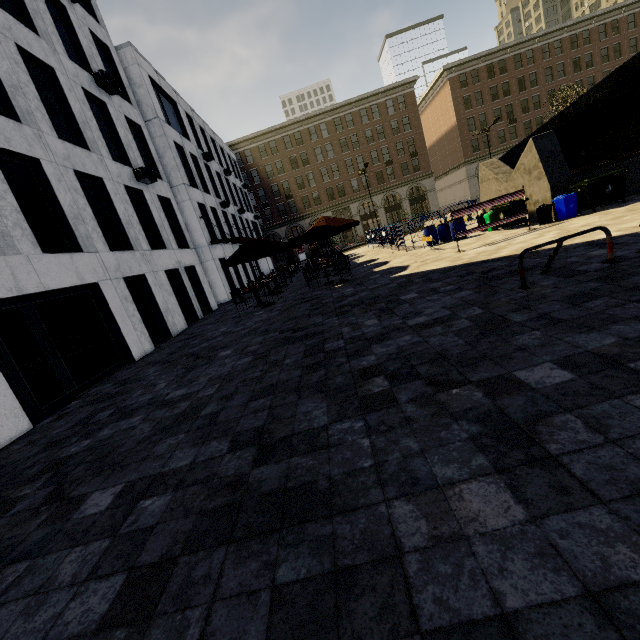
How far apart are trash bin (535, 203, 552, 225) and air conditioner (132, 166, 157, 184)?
16.4 meters

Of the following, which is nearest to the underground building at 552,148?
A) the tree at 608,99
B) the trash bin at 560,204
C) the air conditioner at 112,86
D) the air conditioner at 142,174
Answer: the trash bin at 560,204

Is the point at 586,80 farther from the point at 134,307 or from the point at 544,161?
the point at 134,307

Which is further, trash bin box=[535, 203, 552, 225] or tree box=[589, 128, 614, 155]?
tree box=[589, 128, 614, 155]

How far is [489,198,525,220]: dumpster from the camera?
13.0m

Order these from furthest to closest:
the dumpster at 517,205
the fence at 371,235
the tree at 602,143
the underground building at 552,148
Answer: the tree at 602,143, the fence at 371,235, the dumpster at 517,205, the underground building at 552,148

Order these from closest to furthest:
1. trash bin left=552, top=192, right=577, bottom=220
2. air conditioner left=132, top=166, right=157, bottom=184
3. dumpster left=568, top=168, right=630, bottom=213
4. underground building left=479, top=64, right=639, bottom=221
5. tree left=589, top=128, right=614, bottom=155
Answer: dumpster left=568, top=168, right=630, bottom=213
trash bin left=552, top=192, right=577, bottom=220
underground building left=479, top=64, right=639, bottom=221
air conditioner left=132, top=166, right=157, bottom=184
tree left=589, top=128, right=614, bottom=155

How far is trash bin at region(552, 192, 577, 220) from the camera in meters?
11.5
